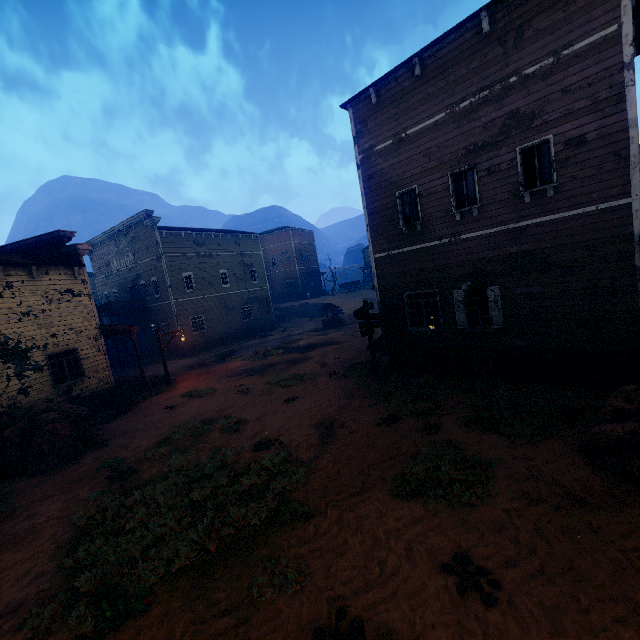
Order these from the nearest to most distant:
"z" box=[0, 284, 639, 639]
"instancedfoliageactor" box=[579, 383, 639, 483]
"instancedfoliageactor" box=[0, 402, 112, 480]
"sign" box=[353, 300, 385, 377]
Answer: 1. "z" box=[0, 284, 639, 639]
2. "instancedfoliageactor" box=[579, 383, 639, 483]
3. "instancedfoliageactor" box=[0, 402, 112, 480]
4. "sign" box=[353, 300, 385, 377]

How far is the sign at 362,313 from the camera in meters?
12.6 m

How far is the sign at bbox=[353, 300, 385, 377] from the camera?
12.6m

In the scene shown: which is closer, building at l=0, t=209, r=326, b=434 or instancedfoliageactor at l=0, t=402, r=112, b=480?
instancedfoliageactor at l=0, t=402, r=112, b=480

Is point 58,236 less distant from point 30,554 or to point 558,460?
point 30,554

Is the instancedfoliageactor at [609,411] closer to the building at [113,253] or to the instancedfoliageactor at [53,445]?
the building at [113,253]

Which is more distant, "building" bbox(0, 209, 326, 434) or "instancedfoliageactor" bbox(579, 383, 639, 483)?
"building" bbox(0, 209, 326, 434)

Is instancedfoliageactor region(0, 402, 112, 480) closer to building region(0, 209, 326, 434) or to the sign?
building region(0, 209, 326, 434)
